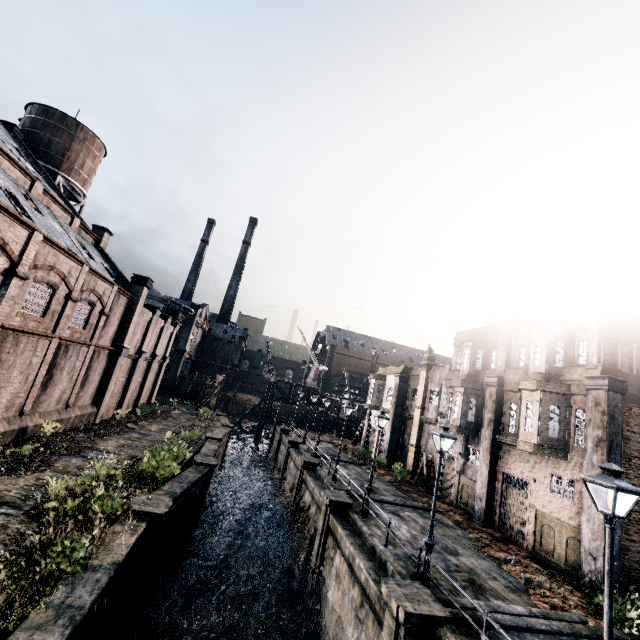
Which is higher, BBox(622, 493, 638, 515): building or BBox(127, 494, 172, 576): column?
BBox(622, 493, 638, 515): building

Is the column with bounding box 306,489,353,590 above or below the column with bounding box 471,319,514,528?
below

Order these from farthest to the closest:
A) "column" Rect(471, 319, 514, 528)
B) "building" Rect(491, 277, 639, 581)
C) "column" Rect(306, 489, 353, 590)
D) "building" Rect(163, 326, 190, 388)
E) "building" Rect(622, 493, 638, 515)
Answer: "building" Rect(163, 326, 190, 388)
"column" Rect(471, 319, 514, 528)
"column" Rect(306, 489, 353, 590)
"building" Rect(491, 277, 639, 581)
"building" Rect(622, 493, 638, 515)

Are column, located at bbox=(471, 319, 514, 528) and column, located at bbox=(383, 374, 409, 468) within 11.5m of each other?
no

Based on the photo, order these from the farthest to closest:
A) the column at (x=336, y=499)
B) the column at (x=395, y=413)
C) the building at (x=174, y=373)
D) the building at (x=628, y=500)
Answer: the building at (x=174, y=373)
the column at (x=395, y=413)
the column at (x=336, y=499)
the building at (x=628, y=500)

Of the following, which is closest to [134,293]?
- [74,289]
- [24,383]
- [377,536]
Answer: [74,289]

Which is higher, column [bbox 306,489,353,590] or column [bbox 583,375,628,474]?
column [bbox 583,375,628,474]

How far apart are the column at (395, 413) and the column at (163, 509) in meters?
23.8
